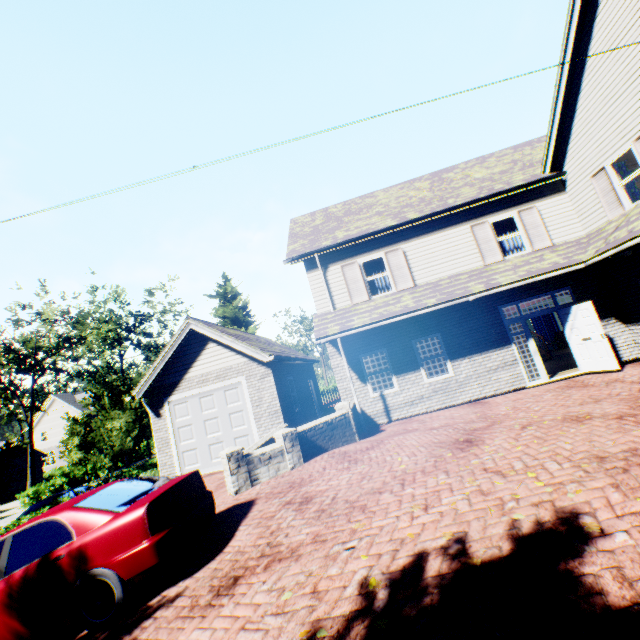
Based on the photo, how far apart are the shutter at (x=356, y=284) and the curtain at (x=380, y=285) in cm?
48

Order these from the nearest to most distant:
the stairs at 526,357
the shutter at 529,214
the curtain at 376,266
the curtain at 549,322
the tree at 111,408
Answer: the shutter at 529,214 < the curtain at 376,266 < the stairs at 526,357 < the tree at 111,408 < the curtain at 549,322

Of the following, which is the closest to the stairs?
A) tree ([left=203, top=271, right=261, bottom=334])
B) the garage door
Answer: the garage door

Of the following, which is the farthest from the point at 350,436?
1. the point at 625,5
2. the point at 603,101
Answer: the point at 625,5

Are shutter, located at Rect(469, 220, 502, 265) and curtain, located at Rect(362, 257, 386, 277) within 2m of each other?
no

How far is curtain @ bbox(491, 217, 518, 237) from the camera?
12.2 meters

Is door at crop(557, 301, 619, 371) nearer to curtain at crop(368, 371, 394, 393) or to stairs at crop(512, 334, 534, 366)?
stairs at crop(512, 334, 534, 366)

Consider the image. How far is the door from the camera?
10.0 meters
